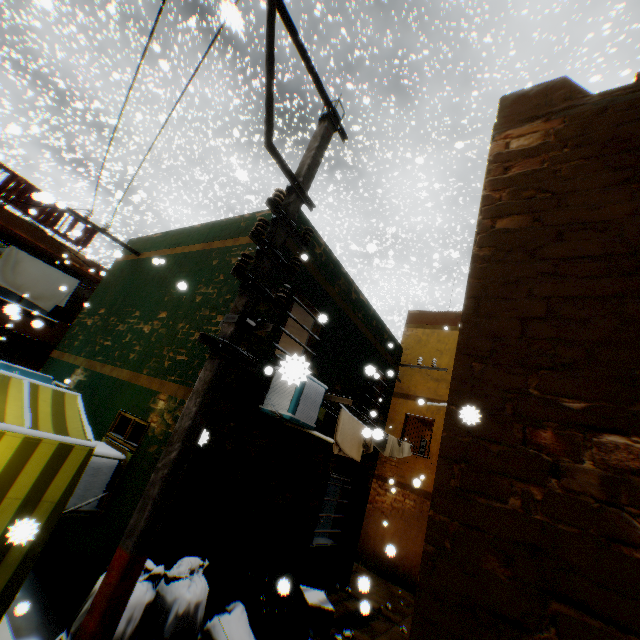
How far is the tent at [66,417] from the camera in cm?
381

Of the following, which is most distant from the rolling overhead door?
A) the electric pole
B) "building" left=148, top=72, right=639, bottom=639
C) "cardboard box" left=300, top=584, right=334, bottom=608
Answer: "cardboard box" left=300, top=584, right=334, bottom=608

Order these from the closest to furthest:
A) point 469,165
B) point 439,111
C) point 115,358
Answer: point 115,358
point 469,165
point 439,111

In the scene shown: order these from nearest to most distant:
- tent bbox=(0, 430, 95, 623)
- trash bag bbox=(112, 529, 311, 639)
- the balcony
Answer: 1. tent bbox=(0, 430, 95, 623)
2. trash bag bbox=(112, 529, 311, 639)
3. the balcony

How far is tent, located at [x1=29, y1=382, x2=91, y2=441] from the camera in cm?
381

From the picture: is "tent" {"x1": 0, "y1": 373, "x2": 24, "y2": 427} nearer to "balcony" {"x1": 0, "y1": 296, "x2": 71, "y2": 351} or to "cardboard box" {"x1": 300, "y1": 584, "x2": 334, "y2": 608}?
"balcony" {"x1": 0, "y1": 296, "x2": 71, "y2": 351}

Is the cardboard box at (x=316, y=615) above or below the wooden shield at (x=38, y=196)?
below

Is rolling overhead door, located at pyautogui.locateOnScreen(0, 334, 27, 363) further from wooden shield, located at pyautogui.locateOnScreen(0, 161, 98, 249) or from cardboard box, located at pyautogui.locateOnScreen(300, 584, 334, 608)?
cardboard box, located at pyautogui.locateOnScreen(300, 584, 334, 608)
